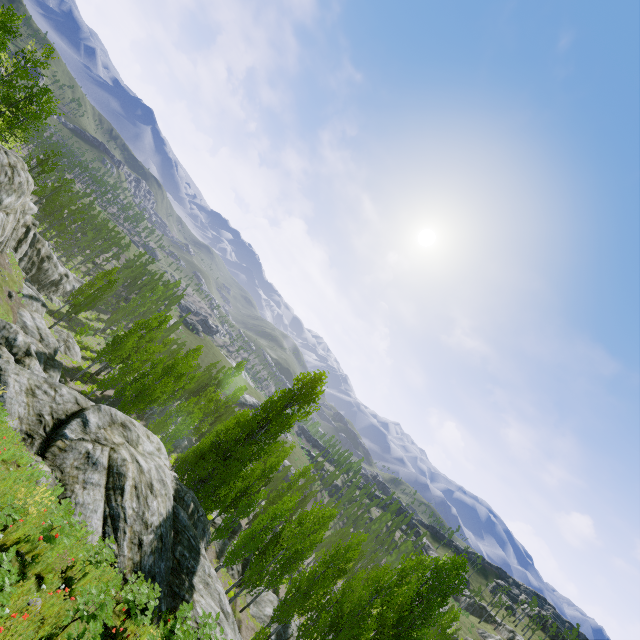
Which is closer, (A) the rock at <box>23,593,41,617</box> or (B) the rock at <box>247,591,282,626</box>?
(A) the rock at <box>23,593,41,617</box>

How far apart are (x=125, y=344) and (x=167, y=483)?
24.0 meters

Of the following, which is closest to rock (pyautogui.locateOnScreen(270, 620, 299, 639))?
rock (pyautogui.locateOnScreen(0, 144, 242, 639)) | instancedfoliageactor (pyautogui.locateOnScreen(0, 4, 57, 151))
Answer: instancedfoliageactor (pyautogui.locateOnScreen(0, 4, 57, 151))

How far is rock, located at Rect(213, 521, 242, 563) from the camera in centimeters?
2917cm

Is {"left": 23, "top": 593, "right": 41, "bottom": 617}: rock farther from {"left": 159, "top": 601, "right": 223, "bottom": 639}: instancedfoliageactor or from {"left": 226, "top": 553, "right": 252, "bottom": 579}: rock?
{"left": 226, "top": 553, "right": 252, "bottom": 579}: rock

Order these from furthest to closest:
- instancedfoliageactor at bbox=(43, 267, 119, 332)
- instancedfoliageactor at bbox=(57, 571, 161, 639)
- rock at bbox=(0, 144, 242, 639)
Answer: instancedfoliageactor at bbox=(43, 267, 119, 332) → rock at bbox=(0, 144, 242, 639) → instancedfoliageactor at bbox=(57, 571, 161, 639)

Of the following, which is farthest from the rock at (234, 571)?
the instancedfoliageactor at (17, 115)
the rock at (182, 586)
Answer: the rock at (182, 586)

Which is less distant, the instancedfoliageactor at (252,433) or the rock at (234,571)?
the instancedfoliageactor at (252,433)
